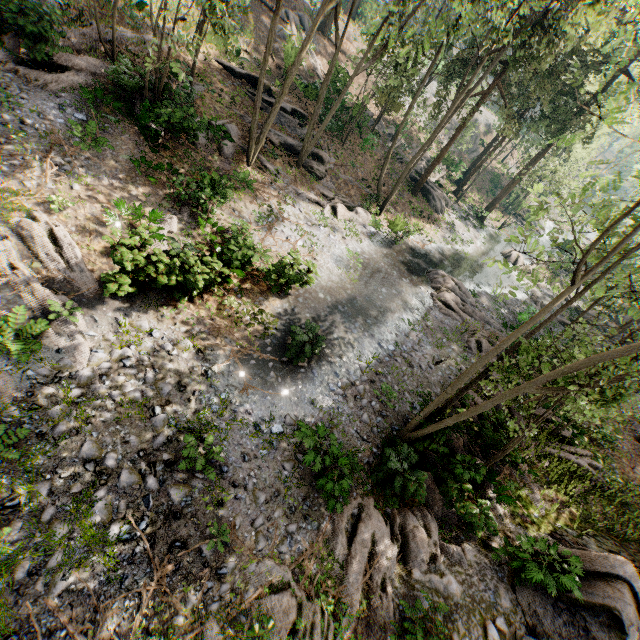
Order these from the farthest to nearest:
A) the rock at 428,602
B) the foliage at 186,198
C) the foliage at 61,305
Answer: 1. the foliage at 186,198
2. the foliage at 61,305
3. the rock at 428,602

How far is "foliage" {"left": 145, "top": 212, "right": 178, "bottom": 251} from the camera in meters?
10.7 m

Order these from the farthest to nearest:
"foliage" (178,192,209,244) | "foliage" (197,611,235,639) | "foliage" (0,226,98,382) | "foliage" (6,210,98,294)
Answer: "foliage" (178,192,209,244) < "foliage" (6,210,98,294) < "foliage" (0,226,98,382) < "foliage" (197,611,235,639)

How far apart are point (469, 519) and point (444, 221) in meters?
27.5 m

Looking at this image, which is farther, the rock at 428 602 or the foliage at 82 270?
the foliage at 82 270

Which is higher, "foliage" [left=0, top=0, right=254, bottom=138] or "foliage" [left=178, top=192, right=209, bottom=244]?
"foliage" [left=0, top=0, right=254, bottom=138]
